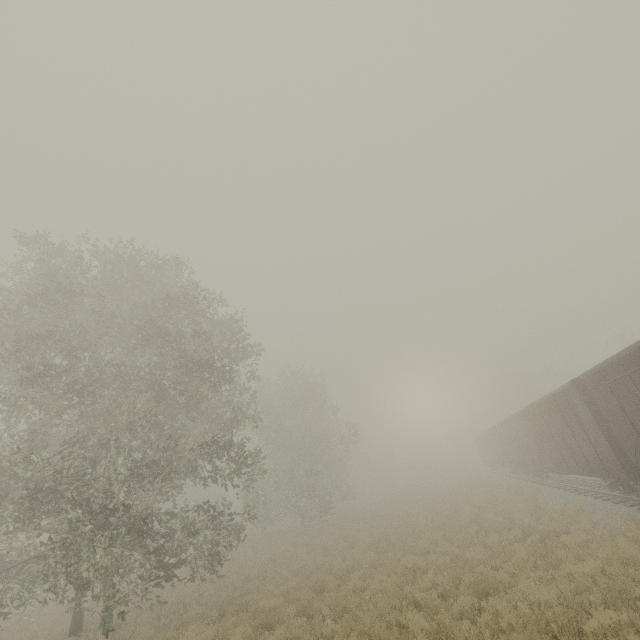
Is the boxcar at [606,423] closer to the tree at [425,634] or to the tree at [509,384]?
the tree at [509,384]

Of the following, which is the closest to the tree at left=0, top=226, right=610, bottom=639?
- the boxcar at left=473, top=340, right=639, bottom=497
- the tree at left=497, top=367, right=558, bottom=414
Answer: the boxcar at left=473, top=340, right=639, bottom=497

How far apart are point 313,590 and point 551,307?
24.7 meters

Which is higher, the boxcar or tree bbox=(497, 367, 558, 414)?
tree bbox=(497, 367, 558, 414)

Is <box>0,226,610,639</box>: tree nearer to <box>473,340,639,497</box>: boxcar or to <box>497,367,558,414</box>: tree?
<box>473,340,639,497</box>: boxcar

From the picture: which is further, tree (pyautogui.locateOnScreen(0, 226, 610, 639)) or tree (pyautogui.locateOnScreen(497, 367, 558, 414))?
tree (pyautogui.locateOnScreen(497, 367, 558, 414))

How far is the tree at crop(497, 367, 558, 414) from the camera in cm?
5044
